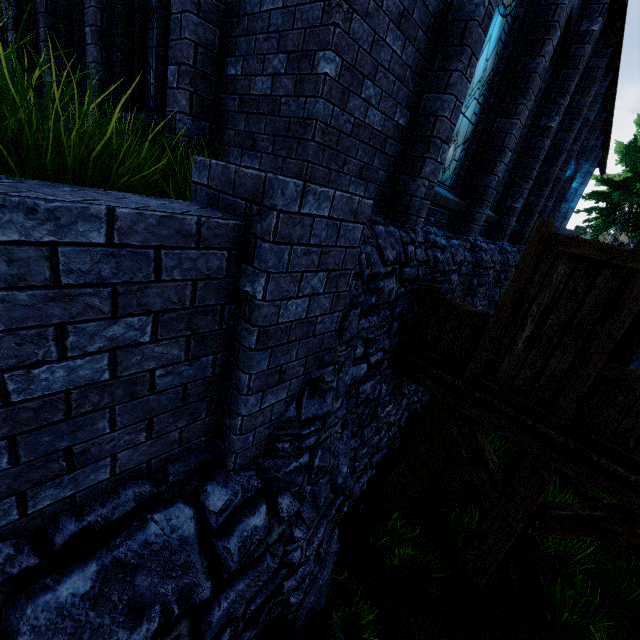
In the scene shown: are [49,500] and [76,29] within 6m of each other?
no

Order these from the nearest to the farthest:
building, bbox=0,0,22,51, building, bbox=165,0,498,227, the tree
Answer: building, bbox=165,0,498,227 → building, bbox=0,0,22,51 → the tree

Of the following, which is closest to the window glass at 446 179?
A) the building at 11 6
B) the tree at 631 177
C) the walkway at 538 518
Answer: the building at 11 6

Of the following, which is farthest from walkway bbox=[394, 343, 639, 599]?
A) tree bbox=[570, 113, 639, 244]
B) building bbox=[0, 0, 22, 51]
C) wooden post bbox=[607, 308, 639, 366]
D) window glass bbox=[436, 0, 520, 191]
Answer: tree bbox=[570, 113, 639, 244]

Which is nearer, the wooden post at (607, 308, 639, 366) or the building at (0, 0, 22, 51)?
the wooden post at (607, 308, 639, 366)

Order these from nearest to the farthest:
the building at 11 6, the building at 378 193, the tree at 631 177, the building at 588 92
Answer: the building at 378 193 → the building at 588 92 → the building at 11 6 → the tree at 631 177

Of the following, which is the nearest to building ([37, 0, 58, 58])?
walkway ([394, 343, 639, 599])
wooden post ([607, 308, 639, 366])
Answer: walkway ([394, 343, 639, 599])

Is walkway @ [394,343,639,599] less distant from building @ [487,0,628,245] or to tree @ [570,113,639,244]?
building @ [487,0,628,245]
